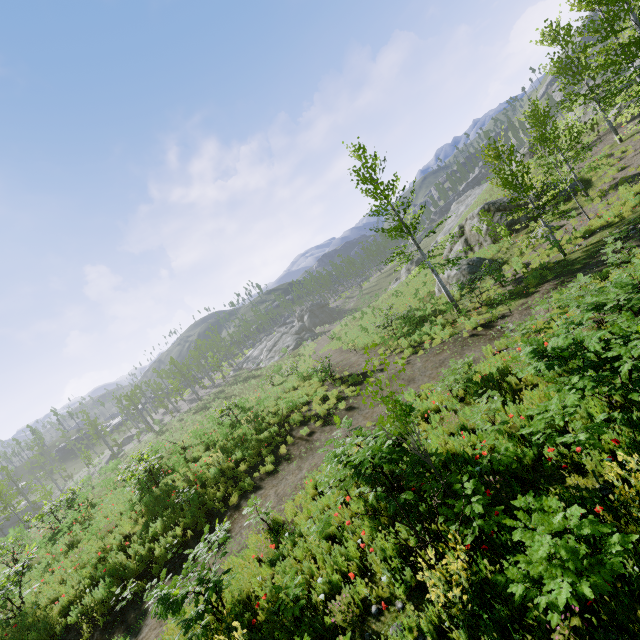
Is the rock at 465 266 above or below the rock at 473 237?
below

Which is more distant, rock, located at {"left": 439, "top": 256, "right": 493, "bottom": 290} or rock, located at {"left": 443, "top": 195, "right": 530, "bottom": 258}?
rock, located at {"left": 443, "top": 195, "right": 530, "bottom": 258}

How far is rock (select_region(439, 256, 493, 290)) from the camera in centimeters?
2073cm

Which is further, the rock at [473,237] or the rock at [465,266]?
the rock at [473,237]

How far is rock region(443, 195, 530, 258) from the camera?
23.2 meters

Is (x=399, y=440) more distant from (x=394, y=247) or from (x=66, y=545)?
(x=66, y=545)

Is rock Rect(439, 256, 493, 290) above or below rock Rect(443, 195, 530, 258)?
below
